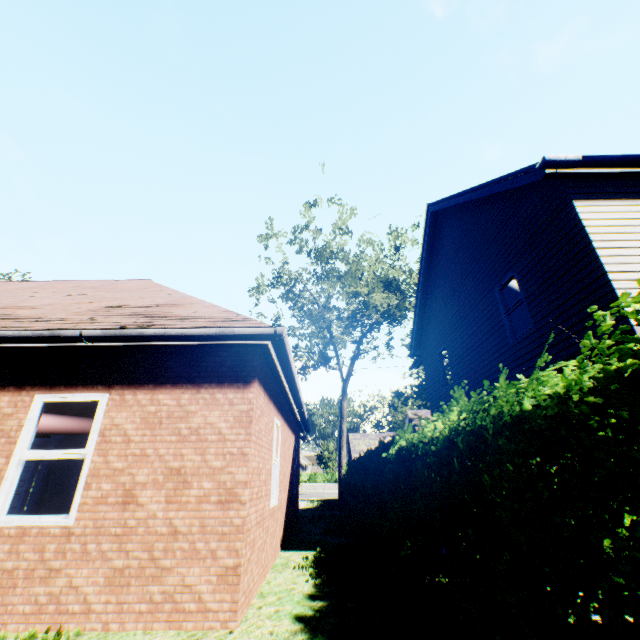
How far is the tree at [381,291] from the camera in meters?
19.3

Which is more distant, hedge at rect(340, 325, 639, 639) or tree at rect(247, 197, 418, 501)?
tree at rect(247, 197, 418, 501)

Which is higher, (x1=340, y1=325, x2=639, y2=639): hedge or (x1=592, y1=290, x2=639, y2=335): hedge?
(x1=592, y1=290, x2=639, y2=335): hedge

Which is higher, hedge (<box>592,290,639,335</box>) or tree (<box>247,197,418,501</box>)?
tree (<box>247,197,418,501</box>)

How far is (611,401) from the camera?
1.6 meters

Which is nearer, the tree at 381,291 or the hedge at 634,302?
the hedge at 634,302

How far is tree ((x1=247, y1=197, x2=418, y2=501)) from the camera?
19.3m
